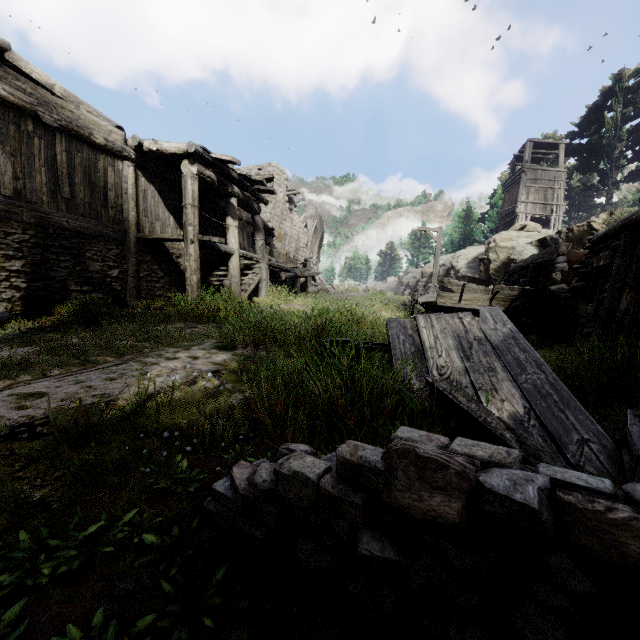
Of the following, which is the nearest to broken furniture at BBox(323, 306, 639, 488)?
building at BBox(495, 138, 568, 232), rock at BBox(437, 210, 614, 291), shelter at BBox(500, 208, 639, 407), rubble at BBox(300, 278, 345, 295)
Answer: shelter at BBox(500, 208, 639, 407)

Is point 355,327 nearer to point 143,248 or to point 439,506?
point 439,506

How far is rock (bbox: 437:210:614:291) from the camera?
16.56m

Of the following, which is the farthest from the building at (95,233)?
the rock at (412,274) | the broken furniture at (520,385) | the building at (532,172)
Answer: the building at (532,172)

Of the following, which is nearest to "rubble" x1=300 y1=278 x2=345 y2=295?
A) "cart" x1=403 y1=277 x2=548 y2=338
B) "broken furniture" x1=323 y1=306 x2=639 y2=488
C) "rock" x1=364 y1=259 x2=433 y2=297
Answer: "cart" x1=403 y1=277 x2=548 y2=338

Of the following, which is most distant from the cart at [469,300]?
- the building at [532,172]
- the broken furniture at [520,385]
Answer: the building at [532,172]

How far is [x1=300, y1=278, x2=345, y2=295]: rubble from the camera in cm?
1721

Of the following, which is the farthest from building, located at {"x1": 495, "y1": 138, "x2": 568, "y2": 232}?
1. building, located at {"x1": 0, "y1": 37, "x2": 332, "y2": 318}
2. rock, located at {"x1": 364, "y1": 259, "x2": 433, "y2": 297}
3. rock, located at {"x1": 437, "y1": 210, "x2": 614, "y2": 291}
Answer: building, located at {"x1": 0, "y1": 37, "x2": 332, "y2": 318}
